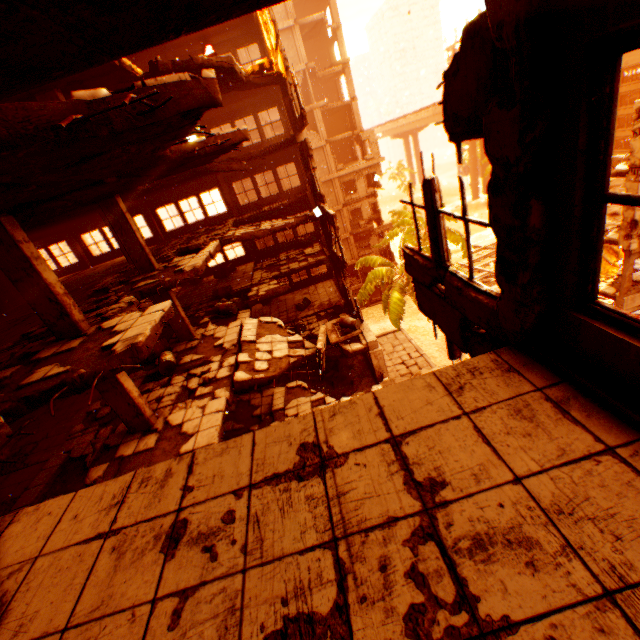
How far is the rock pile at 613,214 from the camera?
33.50m

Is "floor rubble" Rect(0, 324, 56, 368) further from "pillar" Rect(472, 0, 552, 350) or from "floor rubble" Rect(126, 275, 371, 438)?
"pillar" Rect(472, 0, 552, 350)

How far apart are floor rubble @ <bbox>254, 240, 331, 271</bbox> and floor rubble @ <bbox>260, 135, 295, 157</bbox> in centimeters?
568cm

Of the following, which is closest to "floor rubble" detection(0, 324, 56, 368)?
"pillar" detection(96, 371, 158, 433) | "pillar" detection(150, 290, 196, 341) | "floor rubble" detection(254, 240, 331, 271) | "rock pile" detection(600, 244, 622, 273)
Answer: "pillar" detection(96, 371, 158, 433)

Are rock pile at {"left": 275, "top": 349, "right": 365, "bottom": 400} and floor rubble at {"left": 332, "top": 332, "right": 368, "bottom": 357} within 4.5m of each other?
yes

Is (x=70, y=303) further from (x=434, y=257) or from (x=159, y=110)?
(x=434, y=257)

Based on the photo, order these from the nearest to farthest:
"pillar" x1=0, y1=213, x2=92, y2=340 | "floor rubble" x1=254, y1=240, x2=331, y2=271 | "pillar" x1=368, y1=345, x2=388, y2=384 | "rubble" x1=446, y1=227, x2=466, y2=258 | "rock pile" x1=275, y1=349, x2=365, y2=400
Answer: "pillar" x1=0, y1=213, x2=92, y2=340, "pillar" x1=368, y1=345, x2=388, y2=384, "rock pile" x1=275, y1=349, x2=365, y2=400, "floor rubble" x1=254, y1=240, x2=331, y2=271, "rubble" x1=446, y1=227, x2=466, y2=258

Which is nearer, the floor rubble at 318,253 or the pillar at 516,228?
the pillar at 516,228
